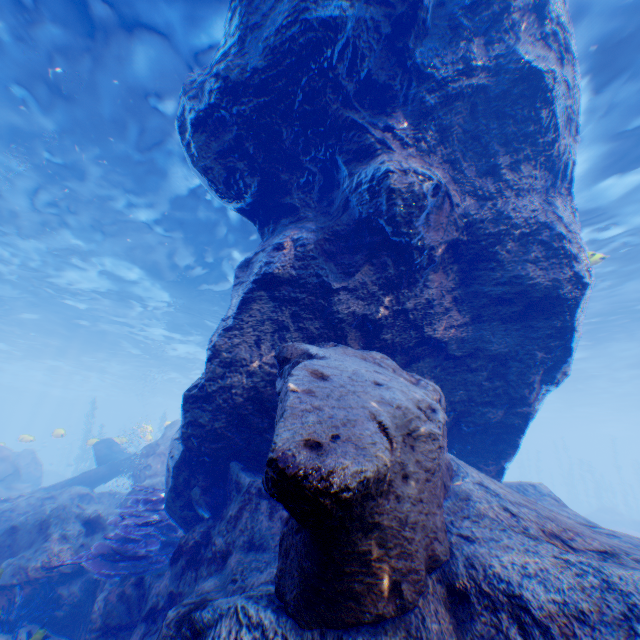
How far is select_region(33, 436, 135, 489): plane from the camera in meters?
13.1

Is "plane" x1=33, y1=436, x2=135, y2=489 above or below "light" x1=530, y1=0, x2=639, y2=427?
below

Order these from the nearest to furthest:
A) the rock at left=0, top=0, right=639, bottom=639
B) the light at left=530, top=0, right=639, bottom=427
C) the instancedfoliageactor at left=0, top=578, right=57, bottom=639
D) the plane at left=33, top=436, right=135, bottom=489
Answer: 1. the rock at left=0, top=0, right=639, bottom=639
2. the instancedfoliageactor at left=0, top=578, right=57, bottom=639
3. the light at left=530, top=0, right=639, bottom=427
4. the plane at left=33, top=436, right=135, bottom=489

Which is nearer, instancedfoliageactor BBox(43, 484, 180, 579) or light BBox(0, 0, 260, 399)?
instancedfoliageactor BBox(43, 484, 180, 579)

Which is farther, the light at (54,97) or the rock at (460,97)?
the light at (54,97)

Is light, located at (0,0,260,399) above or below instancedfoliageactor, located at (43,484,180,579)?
above

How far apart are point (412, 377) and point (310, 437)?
2.90m

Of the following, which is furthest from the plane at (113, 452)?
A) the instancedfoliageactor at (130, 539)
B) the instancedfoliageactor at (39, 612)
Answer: the instancedfoliageactor at (130, 539)
